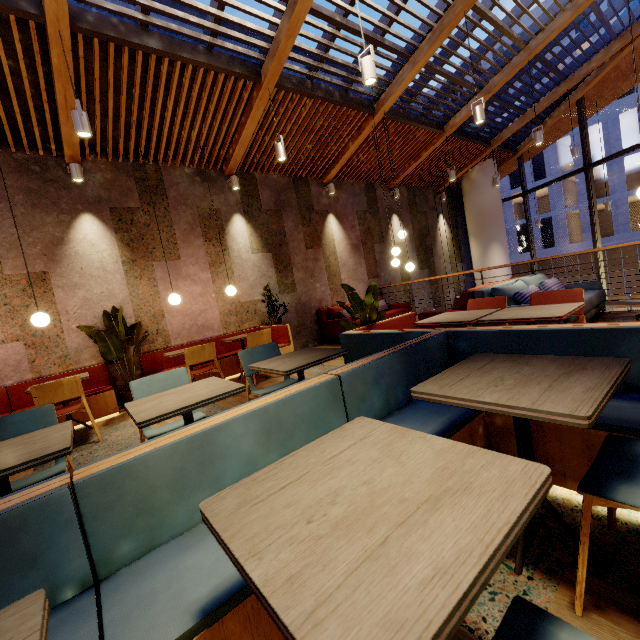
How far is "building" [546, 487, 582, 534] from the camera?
1.5 meters

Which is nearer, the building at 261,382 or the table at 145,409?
the table at 145,409

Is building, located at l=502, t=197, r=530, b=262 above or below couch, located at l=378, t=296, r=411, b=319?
above

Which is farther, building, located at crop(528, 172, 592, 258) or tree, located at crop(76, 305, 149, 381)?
building, located at crop(528, 172, 592, 258)

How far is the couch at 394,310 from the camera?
8.1m

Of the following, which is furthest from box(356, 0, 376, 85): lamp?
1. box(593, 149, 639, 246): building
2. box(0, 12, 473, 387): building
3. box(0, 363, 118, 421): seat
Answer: box(593, 149, 639, 246): building

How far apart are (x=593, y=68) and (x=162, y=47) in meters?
10.0

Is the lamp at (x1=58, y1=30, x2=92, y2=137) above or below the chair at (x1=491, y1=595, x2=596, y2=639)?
above
